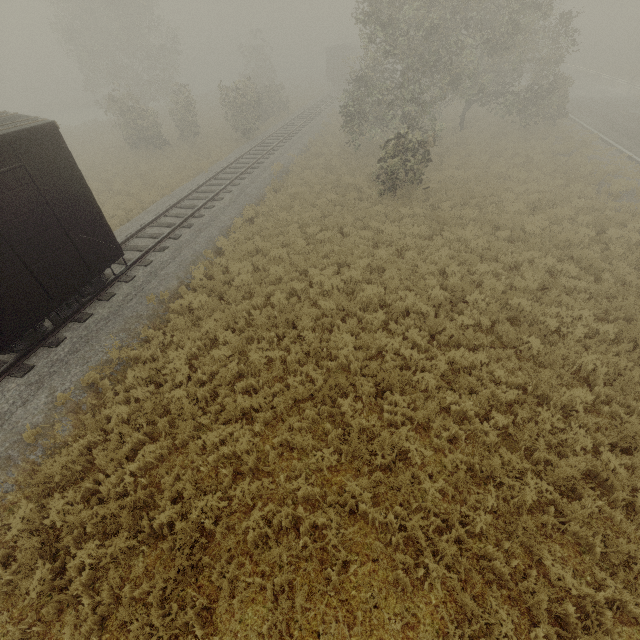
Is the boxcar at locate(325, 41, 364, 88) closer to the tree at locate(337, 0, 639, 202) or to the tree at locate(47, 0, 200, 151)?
the tree at locate(47, 0, 200, 151)

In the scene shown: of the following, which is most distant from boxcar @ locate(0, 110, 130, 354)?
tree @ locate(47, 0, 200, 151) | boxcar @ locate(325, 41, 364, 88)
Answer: boxcar @ locate(325, 41, 364, 88)

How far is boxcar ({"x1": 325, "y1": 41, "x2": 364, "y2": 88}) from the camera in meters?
42.3

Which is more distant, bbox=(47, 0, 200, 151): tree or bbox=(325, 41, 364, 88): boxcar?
bbox=(325, 41, 364, 88): boxcar

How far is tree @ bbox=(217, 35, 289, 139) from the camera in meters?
25.2 m

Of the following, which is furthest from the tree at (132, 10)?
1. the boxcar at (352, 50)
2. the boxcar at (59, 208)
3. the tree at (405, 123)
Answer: the boxcar at (352, 50)

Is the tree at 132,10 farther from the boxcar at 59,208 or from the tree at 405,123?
the tree at 405,123

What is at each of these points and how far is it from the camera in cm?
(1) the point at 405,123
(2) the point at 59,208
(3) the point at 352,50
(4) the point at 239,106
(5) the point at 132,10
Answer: (1) tree, 1953
(2) boxcar, 805
(3) boxcar, 4294
(4) tree, 2559
(5) tree, 2922
